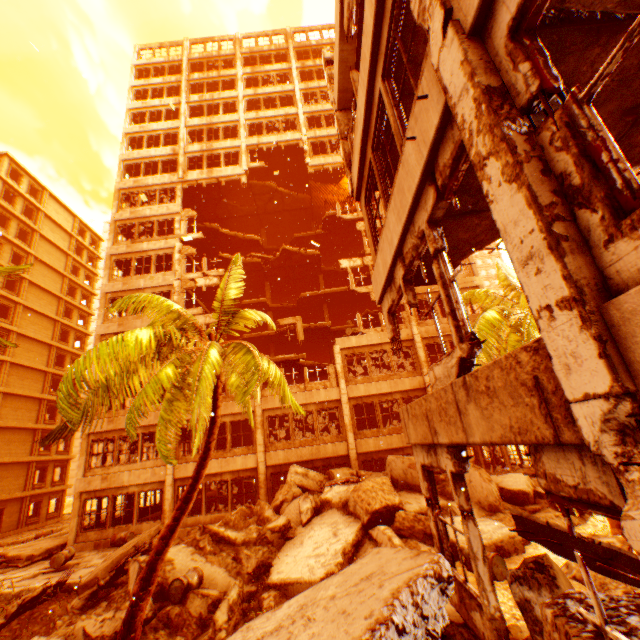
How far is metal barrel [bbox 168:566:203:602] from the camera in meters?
8.5 m

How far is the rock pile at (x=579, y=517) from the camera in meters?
10.8 m

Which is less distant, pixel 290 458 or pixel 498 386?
pixel 498 386

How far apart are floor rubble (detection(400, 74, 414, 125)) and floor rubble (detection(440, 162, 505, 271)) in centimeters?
247cm

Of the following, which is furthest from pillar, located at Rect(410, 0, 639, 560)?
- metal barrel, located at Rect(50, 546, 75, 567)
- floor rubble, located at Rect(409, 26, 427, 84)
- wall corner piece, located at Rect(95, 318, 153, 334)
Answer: metal barrel, located at Rect(50, 546, 75, 567)

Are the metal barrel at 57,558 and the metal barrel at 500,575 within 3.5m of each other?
no

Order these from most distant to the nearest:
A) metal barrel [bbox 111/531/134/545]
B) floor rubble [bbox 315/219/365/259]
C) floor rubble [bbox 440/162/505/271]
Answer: floor rubble [bbox 315/219/365/259] → metal barrel [bbox 111/531/134/545] → floor rubble [bbox 440/162/505/271]

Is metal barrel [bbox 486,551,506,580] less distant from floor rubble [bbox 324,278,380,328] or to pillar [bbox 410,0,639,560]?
pillar [bbox 410,0,639,560]
